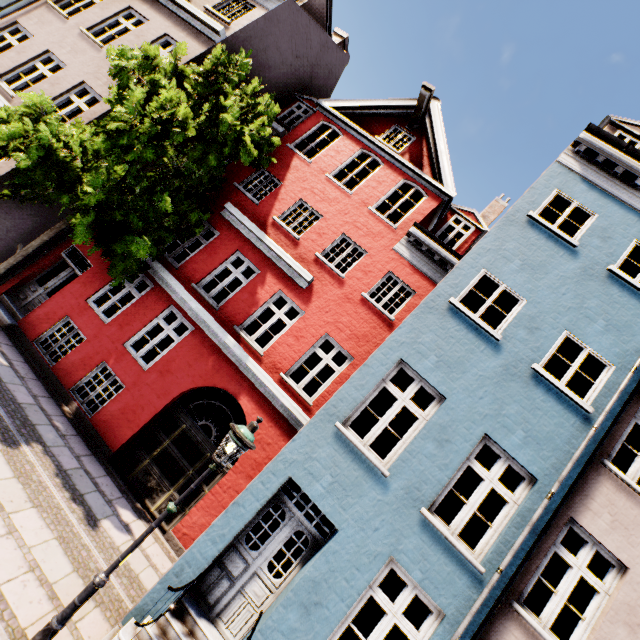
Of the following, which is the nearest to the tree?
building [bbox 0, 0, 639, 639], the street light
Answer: building [bbox 0, 0, 639, 639]

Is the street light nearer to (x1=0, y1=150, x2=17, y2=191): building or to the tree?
(x1=0, y1=150, x2=17, y2=191): building

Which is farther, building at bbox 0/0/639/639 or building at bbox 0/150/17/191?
building at bbox 0/150/17/191

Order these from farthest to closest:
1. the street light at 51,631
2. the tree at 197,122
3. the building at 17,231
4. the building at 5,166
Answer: the building at 17,231
the building at 5,166
the tree at 197,122
the street light at 51,631

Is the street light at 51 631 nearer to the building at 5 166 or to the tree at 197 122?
the building at 5 166

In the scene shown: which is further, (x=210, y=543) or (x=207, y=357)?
(x=207, y=357)

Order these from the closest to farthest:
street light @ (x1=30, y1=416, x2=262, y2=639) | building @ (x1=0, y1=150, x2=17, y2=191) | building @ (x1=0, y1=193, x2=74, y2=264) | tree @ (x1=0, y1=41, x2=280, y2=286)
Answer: street light @ (x1=30, y1=416, x2=262, y2=639) < tree @ (x1=0, y1=41, x2=280, y2=286) < building @ (x1=0, y1=150, x2=17, y2=191) < building @ (x1=0, y1=193, x2=74, y2=264)
